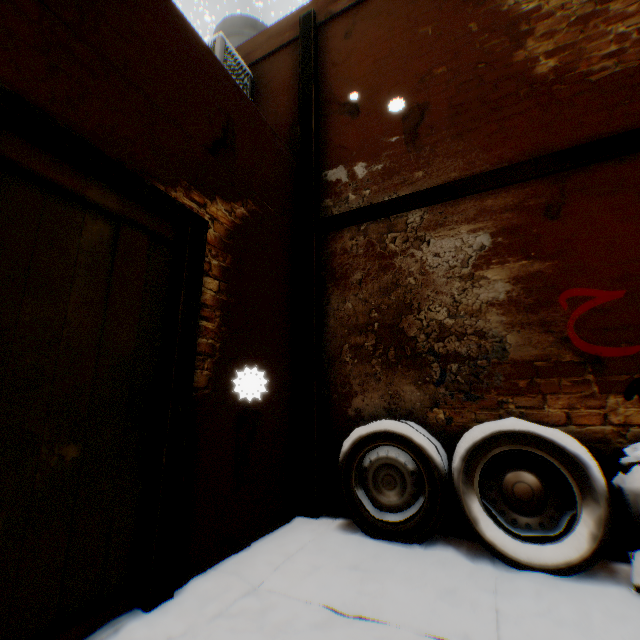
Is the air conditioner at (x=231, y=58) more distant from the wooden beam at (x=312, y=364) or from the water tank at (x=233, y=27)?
the water tank at (x=233, y=27)

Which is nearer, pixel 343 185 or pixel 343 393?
pixel 343 393

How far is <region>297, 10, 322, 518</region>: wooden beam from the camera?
3.2m

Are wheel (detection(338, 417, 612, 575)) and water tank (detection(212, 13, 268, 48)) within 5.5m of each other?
no

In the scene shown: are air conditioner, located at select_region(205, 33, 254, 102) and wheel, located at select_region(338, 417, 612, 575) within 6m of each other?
yes

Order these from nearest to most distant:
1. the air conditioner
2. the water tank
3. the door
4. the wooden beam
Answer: the door
the wooden beam
the air conditioner
the water tank

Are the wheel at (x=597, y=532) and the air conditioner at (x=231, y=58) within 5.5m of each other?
yes

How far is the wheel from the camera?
2.1m
